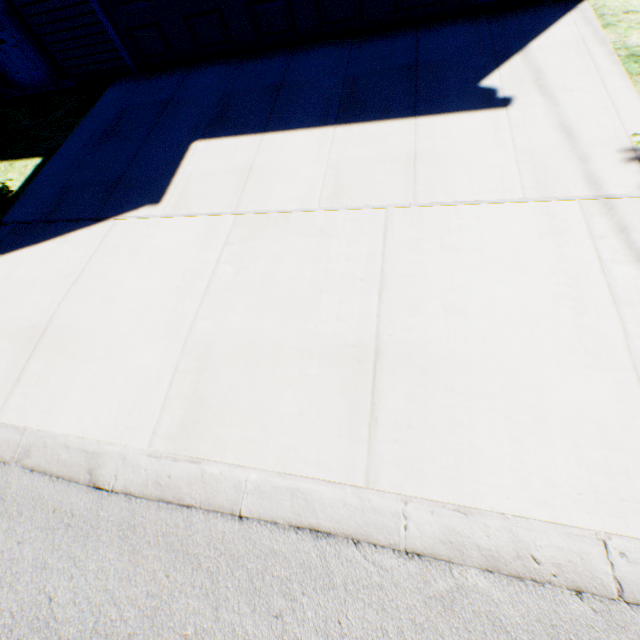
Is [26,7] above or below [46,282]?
above

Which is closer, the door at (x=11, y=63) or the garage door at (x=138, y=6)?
the garage door at (x=138, y=6)

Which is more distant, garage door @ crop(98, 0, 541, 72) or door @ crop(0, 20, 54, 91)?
door @ crop(0, 20, 54, 91)
